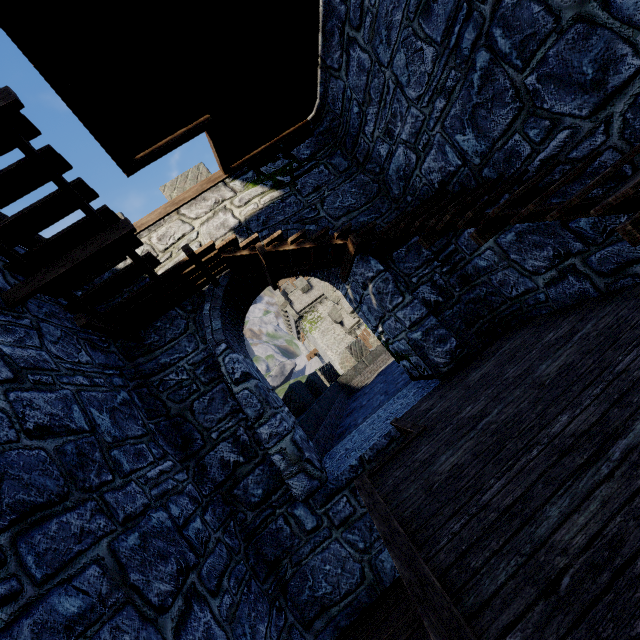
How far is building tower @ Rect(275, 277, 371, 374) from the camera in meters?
26.3

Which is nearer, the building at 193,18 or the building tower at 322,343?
the building at 193,18

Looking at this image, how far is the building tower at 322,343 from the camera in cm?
2628

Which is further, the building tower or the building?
the building tower

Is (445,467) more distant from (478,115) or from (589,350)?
(478,115)
